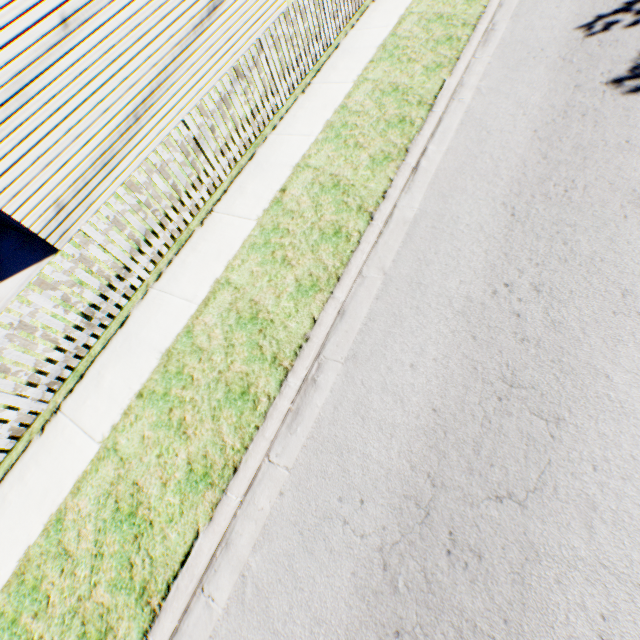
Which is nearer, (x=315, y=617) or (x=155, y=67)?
(x=315, y=617)
